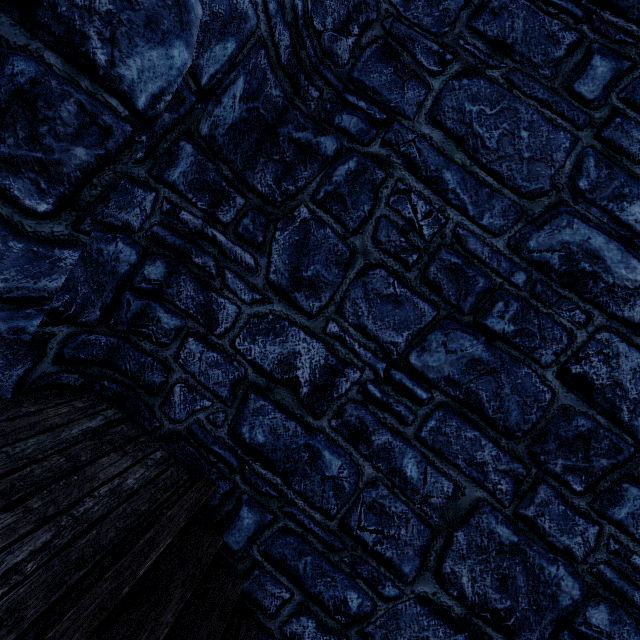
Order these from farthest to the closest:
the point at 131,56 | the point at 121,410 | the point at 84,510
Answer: the point at 121,410 → the point at 84,510 → the point at 131,56
